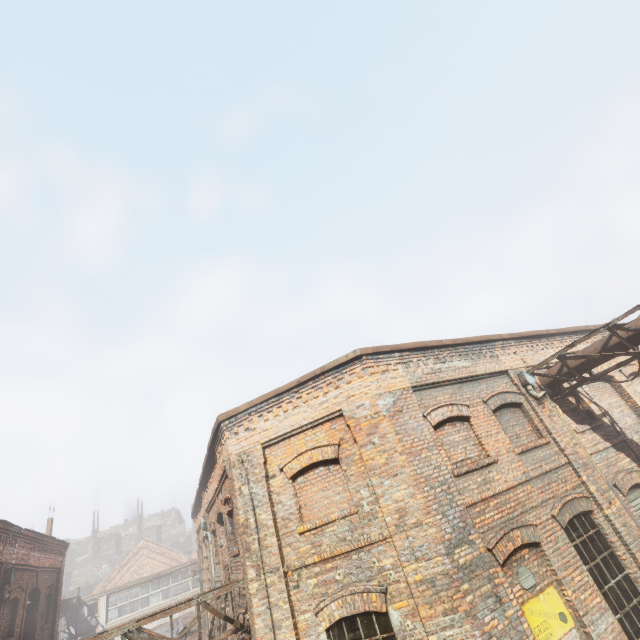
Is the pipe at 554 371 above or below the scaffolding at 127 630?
above

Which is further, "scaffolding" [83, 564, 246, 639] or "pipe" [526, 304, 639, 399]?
→ "pipe" [526, 304, 639, 399]

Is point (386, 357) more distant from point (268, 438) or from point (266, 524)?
point (266, 524)

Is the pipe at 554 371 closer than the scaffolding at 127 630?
No

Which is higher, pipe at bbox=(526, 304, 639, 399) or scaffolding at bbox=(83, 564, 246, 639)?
pipe at bbox=(526, 304, 639, 399)
